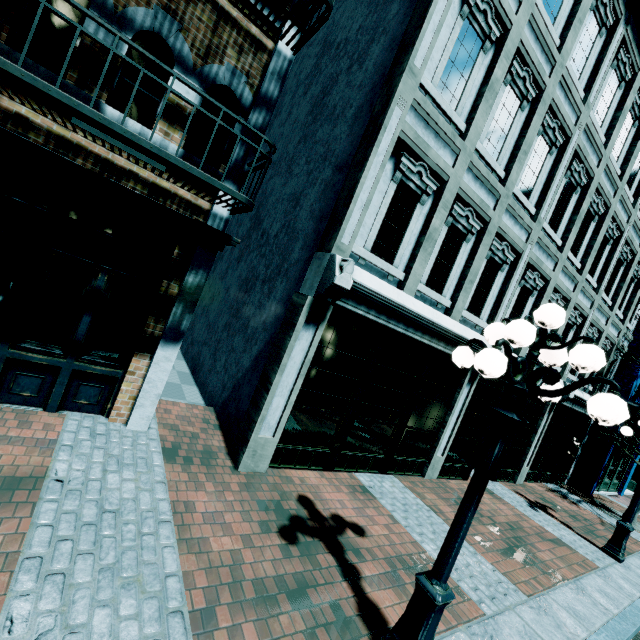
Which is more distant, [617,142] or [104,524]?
[617,142]

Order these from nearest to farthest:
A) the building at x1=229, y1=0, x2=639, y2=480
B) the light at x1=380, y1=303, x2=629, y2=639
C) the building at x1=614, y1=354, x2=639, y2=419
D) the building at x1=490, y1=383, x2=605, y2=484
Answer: the light at x1=380, y1=303, x2=629, y2=639, the building at x1=229, y1=0, x2=639, y2=480, the building at x1=490, y1=383, x2=605, y2=484, the building at x1=614, y1=354, x2=639, y2=419

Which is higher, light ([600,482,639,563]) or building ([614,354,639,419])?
building ([614,354,639,419])

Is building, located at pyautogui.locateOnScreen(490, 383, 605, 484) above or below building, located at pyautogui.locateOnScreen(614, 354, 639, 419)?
below

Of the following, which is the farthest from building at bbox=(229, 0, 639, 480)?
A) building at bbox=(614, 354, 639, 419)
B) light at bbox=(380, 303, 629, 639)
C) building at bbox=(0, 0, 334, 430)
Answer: light at bbox=(380, 303, 629, 639)

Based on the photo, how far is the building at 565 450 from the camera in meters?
10.1 m

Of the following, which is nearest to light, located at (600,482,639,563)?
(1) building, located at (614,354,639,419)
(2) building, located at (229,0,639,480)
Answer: (2) building, located at (229,0,639,480)

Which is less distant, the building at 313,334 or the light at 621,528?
the building at 313,334
